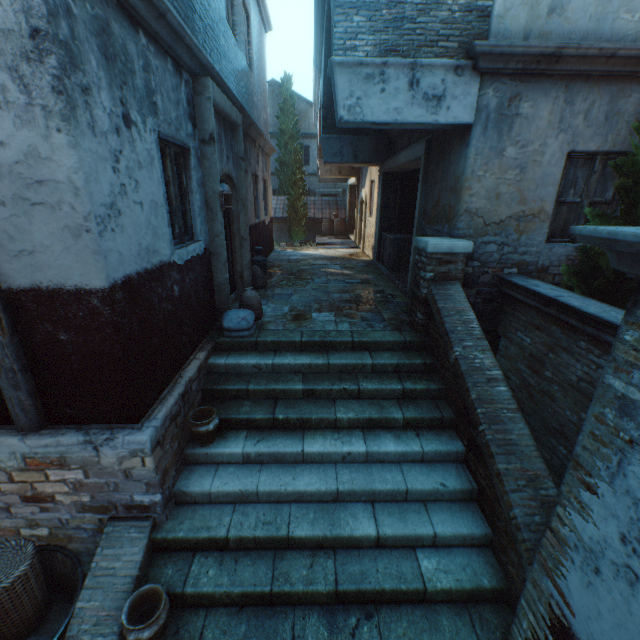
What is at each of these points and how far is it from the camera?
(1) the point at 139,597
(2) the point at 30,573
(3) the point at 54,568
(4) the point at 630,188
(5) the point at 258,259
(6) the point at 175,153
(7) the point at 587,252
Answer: (1) ceramic pot, 2.9m
(2) wicker basket, 3.0m
(3) cask, 3.5m
(4) tree, 3.8m
(5) ceramic pot, 8.2m
(6) building, 4.4m
(7) tree, 4.6m

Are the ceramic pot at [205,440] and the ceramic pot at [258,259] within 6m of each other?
yes

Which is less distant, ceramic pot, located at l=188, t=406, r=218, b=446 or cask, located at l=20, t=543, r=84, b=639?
cask, located at l=20, t=543, r=84, b=639

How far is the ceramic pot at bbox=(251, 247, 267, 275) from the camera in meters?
8.2 m

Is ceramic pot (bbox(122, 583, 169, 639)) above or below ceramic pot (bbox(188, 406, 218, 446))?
below

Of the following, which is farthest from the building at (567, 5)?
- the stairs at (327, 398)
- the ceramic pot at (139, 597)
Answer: the ceramic pot at (139, 597)

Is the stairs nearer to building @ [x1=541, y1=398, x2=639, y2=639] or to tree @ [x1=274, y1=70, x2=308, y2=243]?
building @ [x1=541, y1=398, x2=639, y2=639]

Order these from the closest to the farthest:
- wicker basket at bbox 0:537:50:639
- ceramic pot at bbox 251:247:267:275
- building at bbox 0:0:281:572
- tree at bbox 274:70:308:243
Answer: building at bbox 0:0:281:572 → wicker basket at bbox 0:537:50:639 → ceramic pot at bbox 251:247:267:275 → tree at bbox 274:70:308:243
